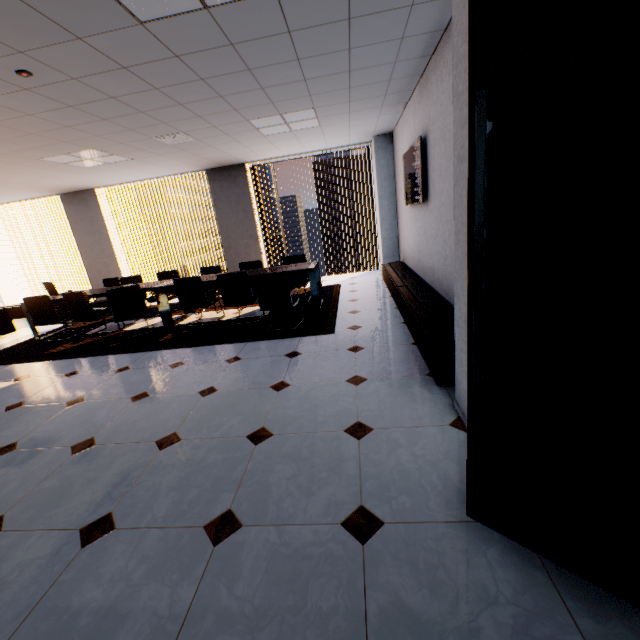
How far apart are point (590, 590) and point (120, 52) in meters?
4.4 m

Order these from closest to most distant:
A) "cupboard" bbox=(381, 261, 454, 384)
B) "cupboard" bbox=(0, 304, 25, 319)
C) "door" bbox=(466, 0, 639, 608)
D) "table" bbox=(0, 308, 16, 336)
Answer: "door" bbox=(466, 0, 639, 608), "cupboard" bbox=(381, 261, 454, 384), "table" bbox=(0, 308, 16, 336), "cupboard" bbox=(0, 304, 25, 319)

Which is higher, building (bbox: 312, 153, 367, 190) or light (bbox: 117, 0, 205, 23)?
building (bbox: 312, 153, 367, 190)

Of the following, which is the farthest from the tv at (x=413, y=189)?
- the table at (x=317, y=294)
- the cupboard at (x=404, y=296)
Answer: the table at (x=317, y=294)

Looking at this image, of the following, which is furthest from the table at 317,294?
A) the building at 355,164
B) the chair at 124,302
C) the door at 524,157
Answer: the building at 355,164

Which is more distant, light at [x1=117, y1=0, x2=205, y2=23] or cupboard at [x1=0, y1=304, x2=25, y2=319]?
cupboard at [x1=0, y1=304, x2=25, y2=319]

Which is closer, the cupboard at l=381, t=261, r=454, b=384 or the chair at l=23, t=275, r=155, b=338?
the cupboard at l=381, t=261, r=454, b=384

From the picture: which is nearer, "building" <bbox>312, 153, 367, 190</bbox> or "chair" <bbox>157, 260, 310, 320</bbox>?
"chair" <bbox>157, 260, 310, 320</bbox>
